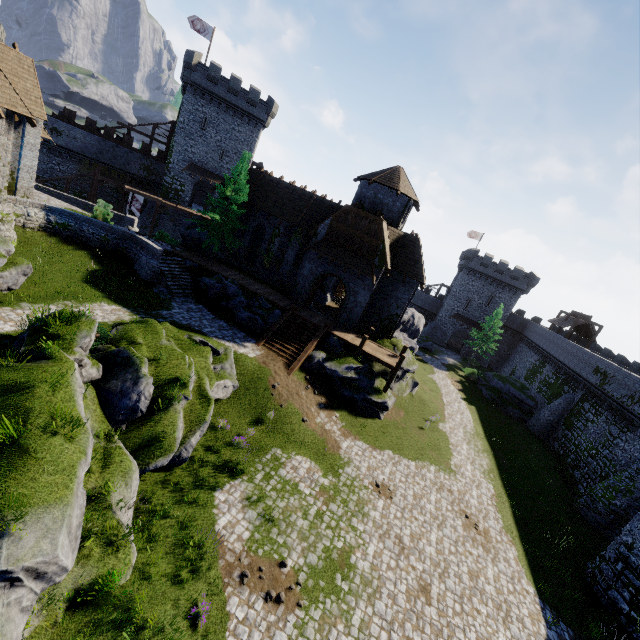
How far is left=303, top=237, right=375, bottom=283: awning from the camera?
24.64m

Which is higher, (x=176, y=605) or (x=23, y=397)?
(x=23, y=397)

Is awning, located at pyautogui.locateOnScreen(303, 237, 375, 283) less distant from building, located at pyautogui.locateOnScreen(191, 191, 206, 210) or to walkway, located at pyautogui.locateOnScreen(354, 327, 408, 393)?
walkway, located at pyautogui.locateOnScreen(354, 327, 408, 393)

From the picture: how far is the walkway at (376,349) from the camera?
23.05m

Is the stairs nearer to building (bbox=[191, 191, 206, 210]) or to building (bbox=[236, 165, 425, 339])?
building (bbox=[236, 165, 425, 339])

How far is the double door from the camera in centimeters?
2567cm

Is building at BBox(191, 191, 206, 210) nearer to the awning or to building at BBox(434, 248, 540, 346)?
the awning

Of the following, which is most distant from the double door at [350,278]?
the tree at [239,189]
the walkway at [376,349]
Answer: the tree at [239,189]
